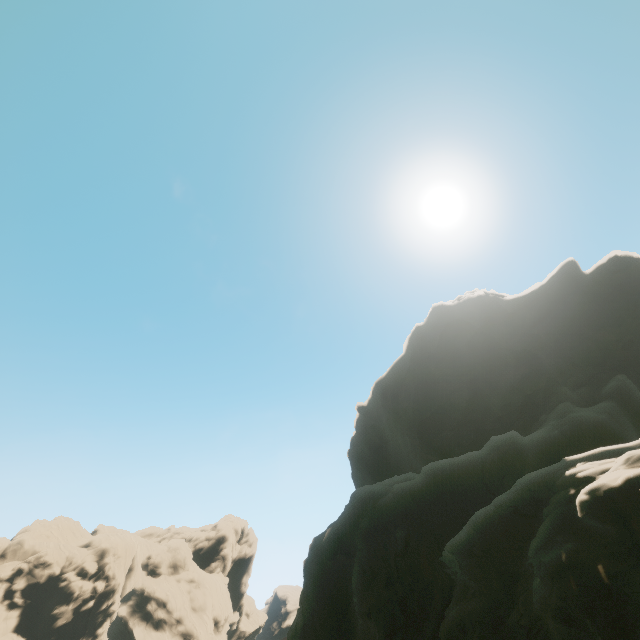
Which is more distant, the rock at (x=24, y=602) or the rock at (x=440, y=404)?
the rock at (x=24, y=602)

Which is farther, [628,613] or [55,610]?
[55,610]

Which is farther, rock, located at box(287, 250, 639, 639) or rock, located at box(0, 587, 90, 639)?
rock, located at box(0, 587, 90, 639)
